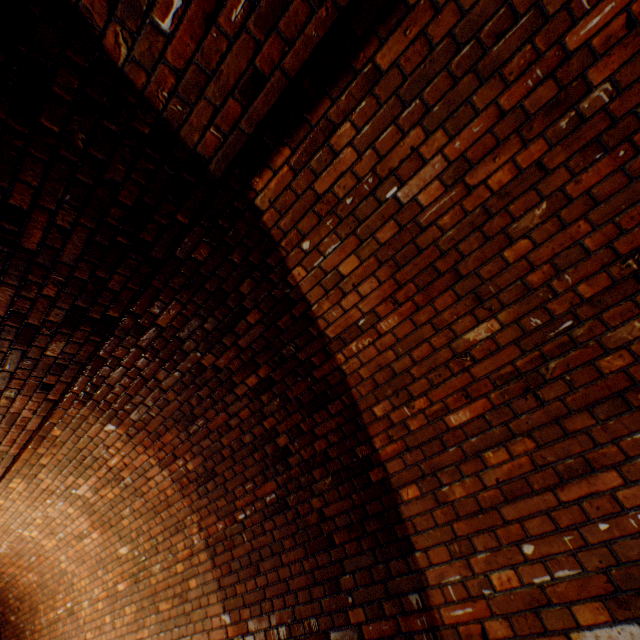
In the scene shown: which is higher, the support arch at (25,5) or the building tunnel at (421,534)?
the support arch at (25,5)

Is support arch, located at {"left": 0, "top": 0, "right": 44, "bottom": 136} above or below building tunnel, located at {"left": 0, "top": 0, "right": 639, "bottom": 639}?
above

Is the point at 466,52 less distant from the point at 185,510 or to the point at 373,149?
the point at 373,149
